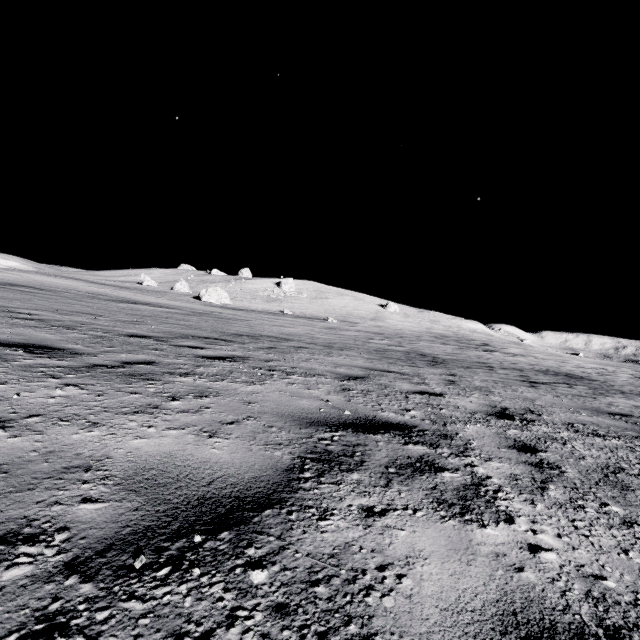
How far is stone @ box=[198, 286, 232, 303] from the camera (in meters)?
41.41

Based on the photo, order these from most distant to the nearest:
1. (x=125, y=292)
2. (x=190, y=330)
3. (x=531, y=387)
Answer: (x=125, y=292)
(x=190, y=330)
(x=531, y=387)

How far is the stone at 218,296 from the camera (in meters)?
41.41
